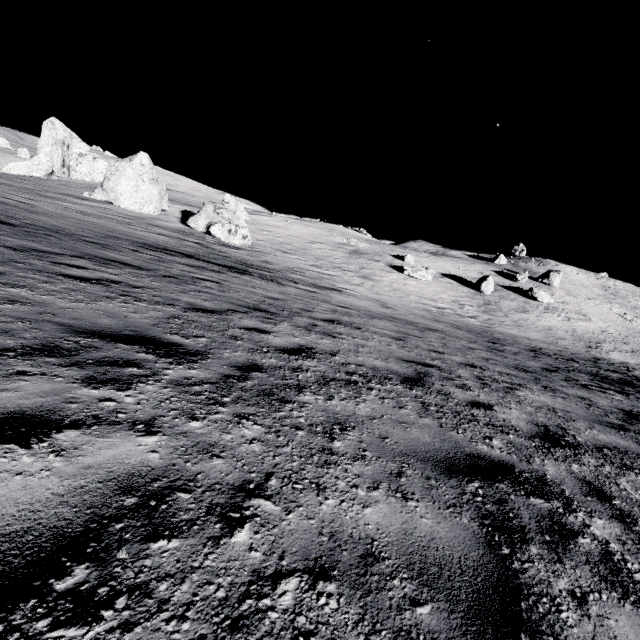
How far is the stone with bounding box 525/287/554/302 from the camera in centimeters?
3934cm

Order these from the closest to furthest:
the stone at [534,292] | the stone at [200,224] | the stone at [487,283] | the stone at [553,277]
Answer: the stone at [200,224] < the stone at [487,283] < the stone at [534,292] < the stone at [553,277]

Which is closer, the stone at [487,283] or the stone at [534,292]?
the stone at [487,283]

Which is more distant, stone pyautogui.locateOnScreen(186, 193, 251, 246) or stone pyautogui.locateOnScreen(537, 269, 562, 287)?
stone pyautogui.locateOnScreen(537, 269, 562, 287)

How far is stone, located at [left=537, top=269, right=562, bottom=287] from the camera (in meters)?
47.66

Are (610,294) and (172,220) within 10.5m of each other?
no

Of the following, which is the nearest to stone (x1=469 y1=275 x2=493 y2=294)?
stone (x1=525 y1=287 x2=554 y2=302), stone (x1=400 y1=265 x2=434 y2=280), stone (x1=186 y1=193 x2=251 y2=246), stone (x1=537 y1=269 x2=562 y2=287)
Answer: stone (x1=525 y1=287 x2=554 y2=302)
